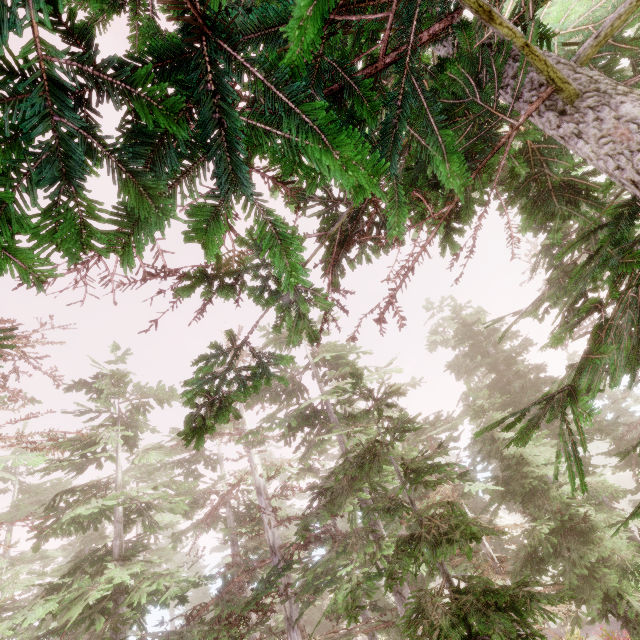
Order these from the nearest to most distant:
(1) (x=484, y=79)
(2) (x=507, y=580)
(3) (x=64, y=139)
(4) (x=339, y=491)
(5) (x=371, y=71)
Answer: (3) (x=64, y=139)
(5) (x=371, y=71)
(1) (x=484, y=79)
(2) (x=507, y=580)
(4) (x=339, y=491)

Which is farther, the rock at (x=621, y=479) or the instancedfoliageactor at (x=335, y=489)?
the rock at (x=621, y=479)

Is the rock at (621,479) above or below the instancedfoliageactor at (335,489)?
below

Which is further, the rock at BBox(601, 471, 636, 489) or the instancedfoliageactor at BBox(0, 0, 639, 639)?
the rock at BBox(601, 471, 636, 489)

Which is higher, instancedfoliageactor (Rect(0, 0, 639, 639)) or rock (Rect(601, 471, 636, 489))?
instancedfoliageactor (Rect(0, 0, 639, 639))
